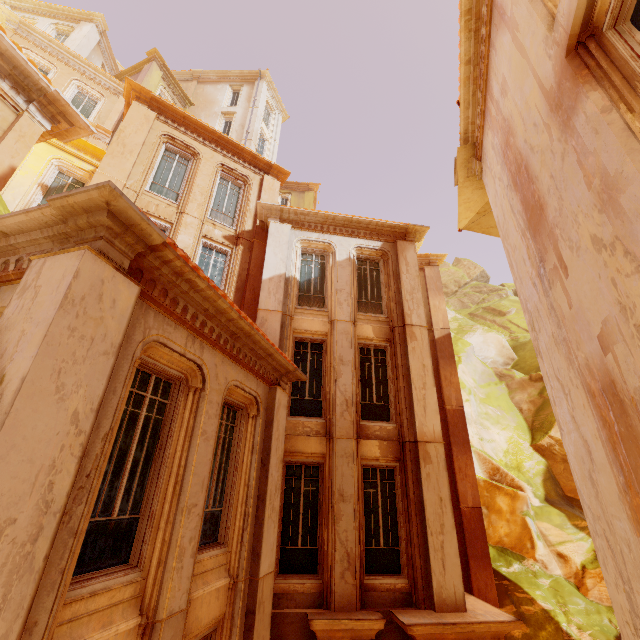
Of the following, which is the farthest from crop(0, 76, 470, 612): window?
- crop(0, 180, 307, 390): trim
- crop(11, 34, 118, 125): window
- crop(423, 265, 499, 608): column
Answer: crop(11, 34, 118, 125): window

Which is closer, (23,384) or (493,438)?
(23,384)

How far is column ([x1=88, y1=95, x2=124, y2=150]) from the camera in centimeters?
1696cm

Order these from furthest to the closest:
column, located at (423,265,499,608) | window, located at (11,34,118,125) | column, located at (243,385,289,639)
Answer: window, located at (11,34,118,125) < column, located at (423,265,499,608) < column, located at (243,385,289,639)

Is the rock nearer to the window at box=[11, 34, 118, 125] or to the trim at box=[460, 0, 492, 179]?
the trim at box=[460, 0, 492, 179]

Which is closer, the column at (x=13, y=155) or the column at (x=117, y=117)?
the column at (x=13, y=155)

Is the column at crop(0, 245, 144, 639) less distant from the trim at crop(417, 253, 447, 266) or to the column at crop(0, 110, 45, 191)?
the column at crop(0, 110, 45, 191)

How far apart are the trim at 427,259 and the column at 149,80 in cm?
1663
